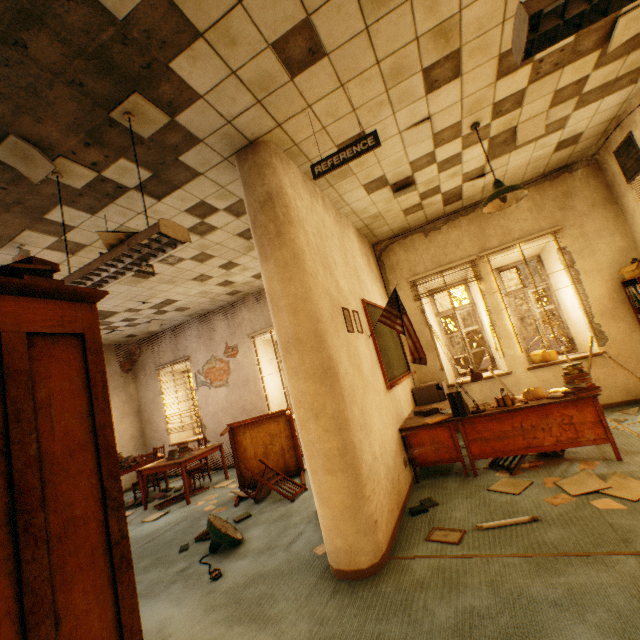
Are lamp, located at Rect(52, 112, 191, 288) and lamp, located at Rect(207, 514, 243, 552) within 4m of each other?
yes

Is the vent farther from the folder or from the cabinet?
the cabinet

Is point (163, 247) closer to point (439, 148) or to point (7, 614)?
point (7, 614)

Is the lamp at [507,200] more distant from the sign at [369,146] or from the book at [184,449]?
the book at [184,449]

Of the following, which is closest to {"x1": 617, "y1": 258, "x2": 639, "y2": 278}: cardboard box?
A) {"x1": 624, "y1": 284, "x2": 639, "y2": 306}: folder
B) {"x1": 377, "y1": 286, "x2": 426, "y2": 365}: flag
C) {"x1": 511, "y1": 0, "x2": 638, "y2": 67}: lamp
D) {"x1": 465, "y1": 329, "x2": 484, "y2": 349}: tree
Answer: {"x1": 624, "y1": 284, "x2": 639, "y2": 306}: folder

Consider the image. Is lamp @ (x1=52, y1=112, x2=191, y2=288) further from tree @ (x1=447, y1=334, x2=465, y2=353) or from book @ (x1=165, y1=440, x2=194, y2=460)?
tree @ (x1=447, y1=334, x2=465, y2=353)

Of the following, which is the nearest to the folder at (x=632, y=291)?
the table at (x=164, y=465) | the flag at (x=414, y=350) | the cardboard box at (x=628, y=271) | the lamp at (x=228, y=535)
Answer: the cardboard box at (x=628, y=271)

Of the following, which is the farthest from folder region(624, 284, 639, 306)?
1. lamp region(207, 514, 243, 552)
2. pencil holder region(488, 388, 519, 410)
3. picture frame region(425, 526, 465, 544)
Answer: lamp region(207, 514, 243, 552)
